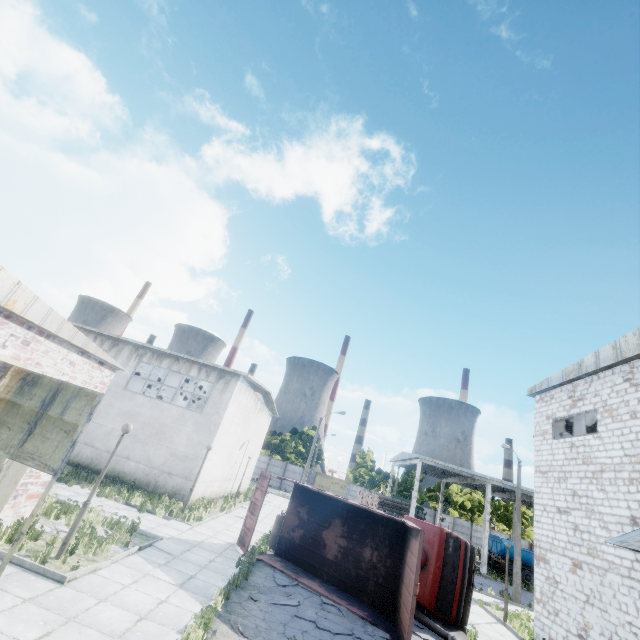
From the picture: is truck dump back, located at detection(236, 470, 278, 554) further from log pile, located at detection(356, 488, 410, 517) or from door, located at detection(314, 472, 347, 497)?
door, located at detection(314, 472, 347, 497)

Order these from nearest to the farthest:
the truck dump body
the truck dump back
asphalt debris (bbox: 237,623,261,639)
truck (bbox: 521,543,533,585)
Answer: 1. asphalt debris (bbox: 237,623,261,639)
2. the truck dump body
3. the truck dump back
4. truck (bbox: 521,543,533,585)

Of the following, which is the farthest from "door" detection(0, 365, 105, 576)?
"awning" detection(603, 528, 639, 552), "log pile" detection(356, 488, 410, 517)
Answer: "log pile" detection(356, 488, 410, 517)

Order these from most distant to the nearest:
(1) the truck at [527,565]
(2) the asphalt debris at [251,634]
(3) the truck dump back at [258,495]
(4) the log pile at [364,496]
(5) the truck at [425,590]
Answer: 1. (4) the log pile at [364,496]
2. (1) the truck at [527,565]
3. (3) the truck dump back at [258,495]
4. (5) the truck at [425,590]
5. (2) the asphalt debris at [251,634]

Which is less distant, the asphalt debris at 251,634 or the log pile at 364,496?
the asphalt debris at 251,634

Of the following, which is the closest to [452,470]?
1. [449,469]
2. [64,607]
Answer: [449,469]

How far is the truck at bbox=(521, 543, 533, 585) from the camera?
30.9m

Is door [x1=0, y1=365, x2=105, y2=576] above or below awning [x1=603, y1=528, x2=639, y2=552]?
below
